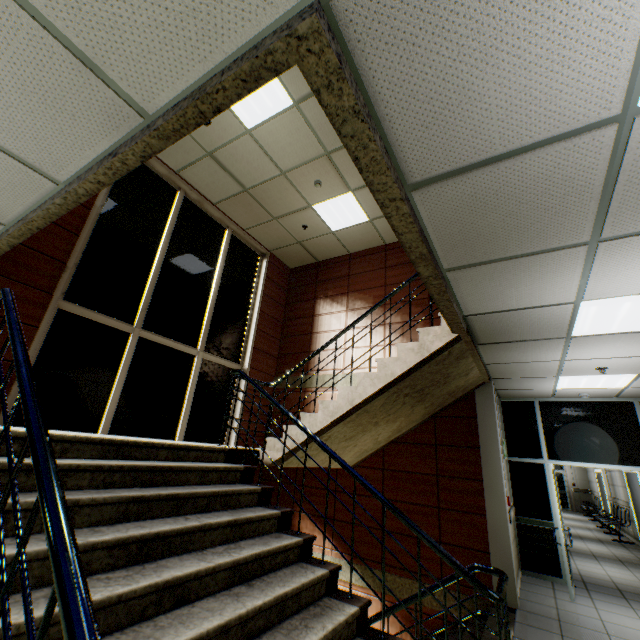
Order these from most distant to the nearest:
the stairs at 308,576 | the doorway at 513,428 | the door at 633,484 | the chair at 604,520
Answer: the chair at 604,520
the door at 633,484
the doorway at 513,428
the stairs at 308,576

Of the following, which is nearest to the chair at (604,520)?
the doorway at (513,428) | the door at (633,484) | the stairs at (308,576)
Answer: the door at (633,484)

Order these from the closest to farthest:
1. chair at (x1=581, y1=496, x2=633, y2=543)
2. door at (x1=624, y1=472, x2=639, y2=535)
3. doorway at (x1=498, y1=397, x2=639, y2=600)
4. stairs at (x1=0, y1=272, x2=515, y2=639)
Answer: stairs at (x1=0, y1=272, x2=515, y2=639) → doorway at (x1=498, y1=397, x2=639, y2=600) → door at (x1=624, y1=472, x2=639, y2=535) → chair at (x1=581, y1=496, x2=633, y2=543)

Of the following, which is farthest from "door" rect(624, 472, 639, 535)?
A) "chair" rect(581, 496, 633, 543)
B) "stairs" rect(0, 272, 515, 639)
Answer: "stairs" rect(0, 272, 515, 639)

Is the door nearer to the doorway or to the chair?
the chair

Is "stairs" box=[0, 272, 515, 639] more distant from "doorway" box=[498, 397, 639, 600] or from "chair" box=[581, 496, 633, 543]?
"chair" box=[581, 496, 633, 543]

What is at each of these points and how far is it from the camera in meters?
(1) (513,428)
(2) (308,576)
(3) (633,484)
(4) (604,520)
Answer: (1) doorway, 7.0 m
(2) stairs, 2.6 m
(3) door, 9.5 m
(4) chair, 11.2 m
